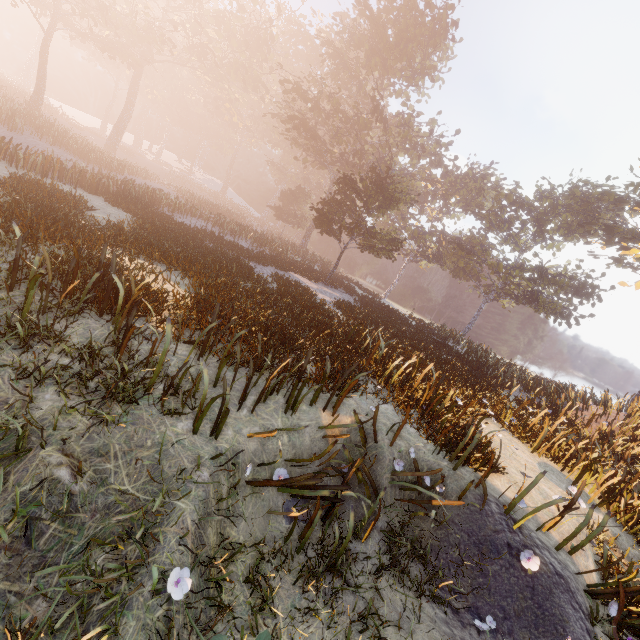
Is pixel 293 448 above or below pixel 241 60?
below

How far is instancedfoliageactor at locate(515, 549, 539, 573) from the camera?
4.8m

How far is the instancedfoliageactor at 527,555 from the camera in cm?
484
